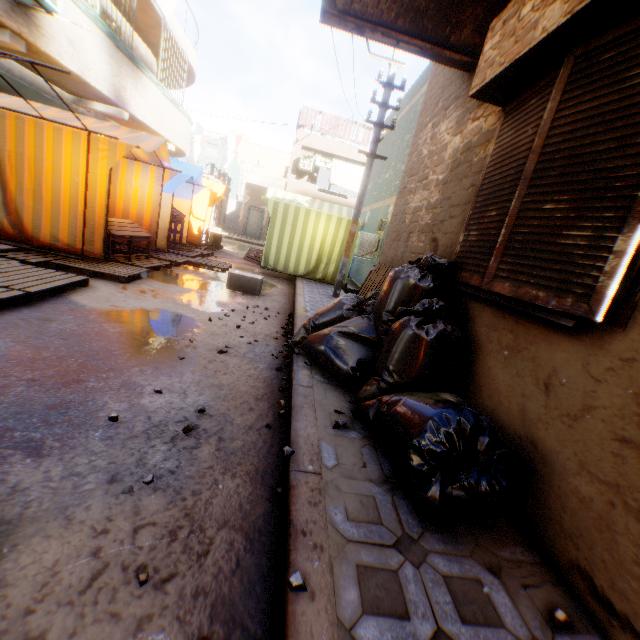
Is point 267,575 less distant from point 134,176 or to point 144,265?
point 144,265

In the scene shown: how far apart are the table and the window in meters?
6.1 m

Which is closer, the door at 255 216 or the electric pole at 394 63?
the electric pole at 394 63

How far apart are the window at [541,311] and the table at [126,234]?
6.1m

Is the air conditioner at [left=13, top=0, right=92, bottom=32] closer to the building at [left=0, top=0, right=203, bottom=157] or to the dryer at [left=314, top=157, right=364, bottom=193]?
the building at [left=0, top=0, right=203, bottom=157]

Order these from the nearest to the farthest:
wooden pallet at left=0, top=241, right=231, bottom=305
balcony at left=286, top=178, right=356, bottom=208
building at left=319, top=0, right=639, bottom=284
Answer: building at left=319, top=0, right=639, bottom=284
wooden pallet at left=0, top=241, right=231, bottom=305
balcony at left=286, top=178, right=356, bottom=208

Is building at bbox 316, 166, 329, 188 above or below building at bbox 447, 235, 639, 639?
above

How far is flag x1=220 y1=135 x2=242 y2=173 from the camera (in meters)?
15.73
